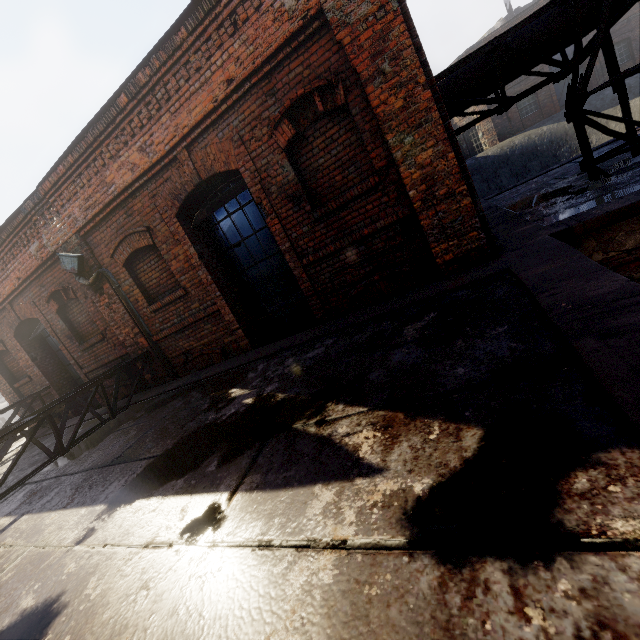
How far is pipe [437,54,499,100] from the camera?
5.28m

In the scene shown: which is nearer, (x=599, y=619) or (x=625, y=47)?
(x=599, y=619)

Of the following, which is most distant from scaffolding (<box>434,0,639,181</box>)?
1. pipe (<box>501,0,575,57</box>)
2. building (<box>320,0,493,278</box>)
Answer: building (<box>320,0,493,278</box>)

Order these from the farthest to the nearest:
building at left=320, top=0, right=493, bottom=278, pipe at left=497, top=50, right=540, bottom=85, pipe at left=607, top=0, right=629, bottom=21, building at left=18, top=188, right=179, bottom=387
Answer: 1. building at left=18, top=188, right=179, bottom=387
2. pipe at left=497, top=50, right=540, bottom=85
3. pipe at left=607, top=0, right=629, bottom=21
4. building at left=320, top=0, right=493, bottom=278

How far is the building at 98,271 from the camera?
6.37m

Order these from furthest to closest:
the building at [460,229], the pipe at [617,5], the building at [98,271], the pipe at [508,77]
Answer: the building at [98,271]
the pipe at [508,77]
the pipe at [617,5]
the building at [460,229]

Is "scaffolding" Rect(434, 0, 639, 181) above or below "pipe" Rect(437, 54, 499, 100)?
below

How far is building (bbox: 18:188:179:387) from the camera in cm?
637
